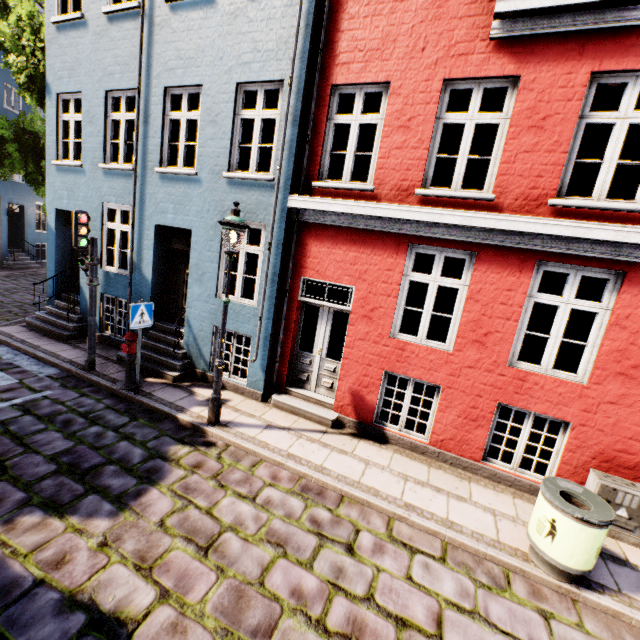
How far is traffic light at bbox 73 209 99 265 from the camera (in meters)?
6.36

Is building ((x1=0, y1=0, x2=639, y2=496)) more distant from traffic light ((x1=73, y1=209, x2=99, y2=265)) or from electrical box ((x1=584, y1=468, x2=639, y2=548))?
traffic light ((x1=73, y1=209, x2=99, y2=265))

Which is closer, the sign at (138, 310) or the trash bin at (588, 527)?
the trash bin at (588, 527)

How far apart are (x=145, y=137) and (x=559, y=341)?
9.6 meters

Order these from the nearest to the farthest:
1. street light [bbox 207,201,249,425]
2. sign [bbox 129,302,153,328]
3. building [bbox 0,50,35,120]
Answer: street light [bbox 207,201,249,425] → sign [bbox 129,302,153,328] → building [bbox 0,50,35,120]

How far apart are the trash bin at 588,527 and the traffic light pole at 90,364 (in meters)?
8.61

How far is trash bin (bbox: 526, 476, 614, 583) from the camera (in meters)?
3.65

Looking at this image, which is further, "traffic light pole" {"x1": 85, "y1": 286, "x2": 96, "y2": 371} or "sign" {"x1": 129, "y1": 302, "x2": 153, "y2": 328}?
"traffic light pole" {"x1": 85, "y1": 286, "x2": 96, "y2": 371}
